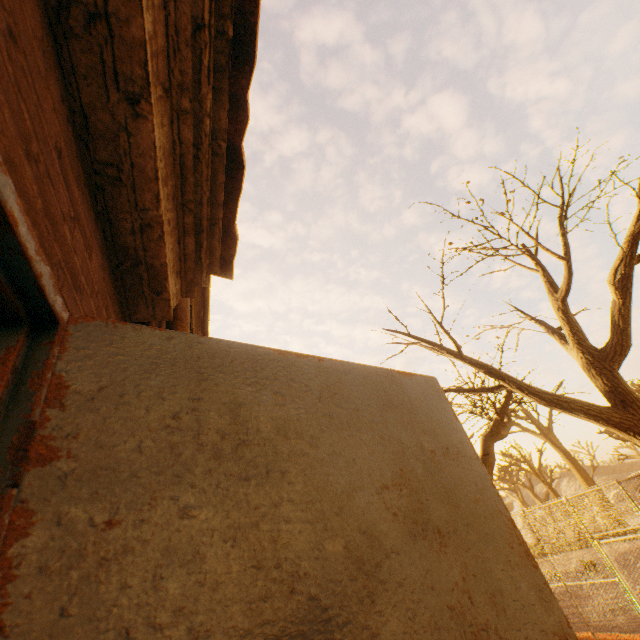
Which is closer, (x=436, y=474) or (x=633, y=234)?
(x=436, y=474)

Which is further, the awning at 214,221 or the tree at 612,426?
the tree at 612,426

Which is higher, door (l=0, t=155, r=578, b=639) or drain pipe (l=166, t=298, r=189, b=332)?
drain pipe (l=166, t=298, r=189, b=332)

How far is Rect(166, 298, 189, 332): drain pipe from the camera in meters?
2.3

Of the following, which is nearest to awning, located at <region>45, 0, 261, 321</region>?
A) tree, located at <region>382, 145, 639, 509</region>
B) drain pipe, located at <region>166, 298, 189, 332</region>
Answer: drain pipe, located at <region>166, 298, 189, 332</region>

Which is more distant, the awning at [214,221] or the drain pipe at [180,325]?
the drain pipe at [180,325]

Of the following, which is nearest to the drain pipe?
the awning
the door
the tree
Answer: the awning

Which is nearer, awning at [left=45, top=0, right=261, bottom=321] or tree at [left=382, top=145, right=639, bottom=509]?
awning at [left=45, top=0, right=261, bottom=321]
